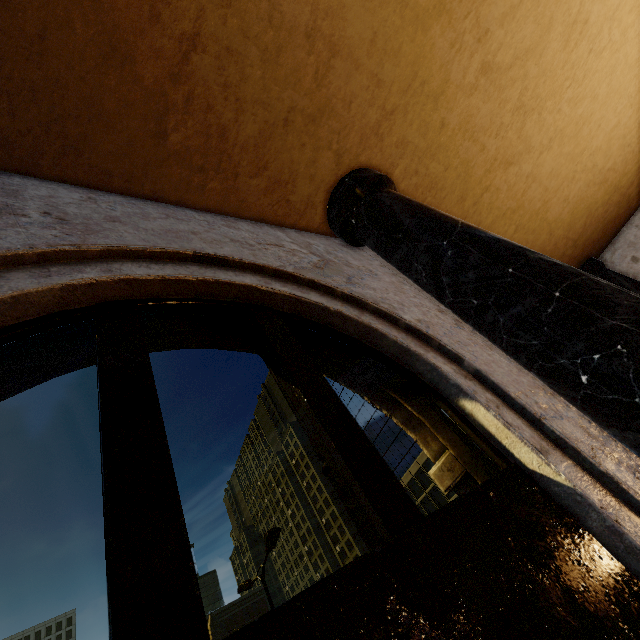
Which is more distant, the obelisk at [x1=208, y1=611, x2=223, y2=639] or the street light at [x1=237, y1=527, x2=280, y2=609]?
the obelisk at [x1=208, y1=611, x2=223, y2=639]

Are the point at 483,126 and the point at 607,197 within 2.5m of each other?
no

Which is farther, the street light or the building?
the street light

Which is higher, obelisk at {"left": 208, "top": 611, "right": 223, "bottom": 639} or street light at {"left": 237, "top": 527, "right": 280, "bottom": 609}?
obelisk at {"left": 208, "top": 611, "right": 223, "bottom": 639}

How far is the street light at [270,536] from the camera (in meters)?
11.38

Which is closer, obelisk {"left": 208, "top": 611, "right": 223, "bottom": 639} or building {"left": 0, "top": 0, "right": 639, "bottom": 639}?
building {"left": 0, "top": 0, "right": 639, "bottom": 639}

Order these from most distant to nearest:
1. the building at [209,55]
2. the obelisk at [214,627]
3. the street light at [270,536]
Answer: the obelisk at [214,627], the street light at [270,536], the building at [209,55]

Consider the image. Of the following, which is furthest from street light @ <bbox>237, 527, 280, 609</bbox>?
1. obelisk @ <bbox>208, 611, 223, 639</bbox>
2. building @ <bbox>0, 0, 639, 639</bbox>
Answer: obelisk @ <bbox>208, 611, 223, 639</bbox>
